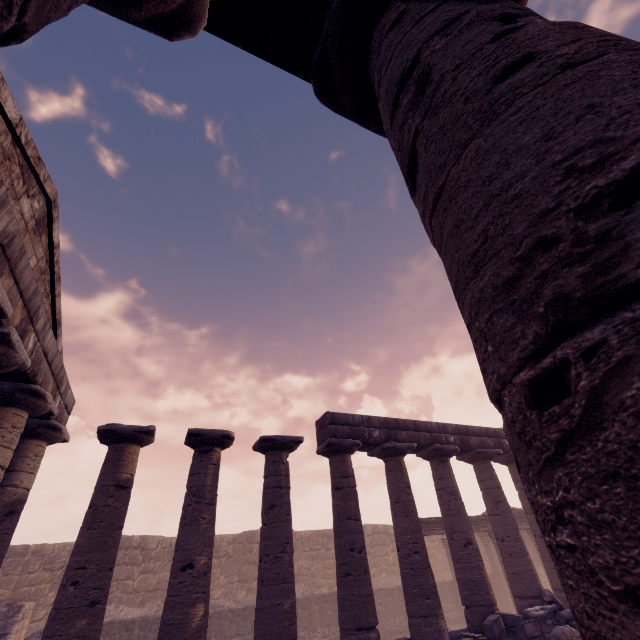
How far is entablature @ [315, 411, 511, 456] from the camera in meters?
11.7

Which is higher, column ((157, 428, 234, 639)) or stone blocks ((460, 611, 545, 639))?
column ((157, 428, 234, 639))

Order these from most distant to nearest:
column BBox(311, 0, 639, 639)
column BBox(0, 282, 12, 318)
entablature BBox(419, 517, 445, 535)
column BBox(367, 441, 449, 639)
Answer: entablature BBox(419, 517, 445, 535)
column BBox(367, 441, 449, 639)
column BBox(0, 282, 12, 318)
column BBox(311, 0, 639, 639)

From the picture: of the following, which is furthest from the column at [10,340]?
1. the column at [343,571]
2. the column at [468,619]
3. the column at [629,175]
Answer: the column at [468,619]

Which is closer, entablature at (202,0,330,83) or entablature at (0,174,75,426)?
entablature at (202,0,330,83)

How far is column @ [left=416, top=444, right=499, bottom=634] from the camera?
10.05m

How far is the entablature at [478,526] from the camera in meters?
16.3

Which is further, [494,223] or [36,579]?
[36,579]
